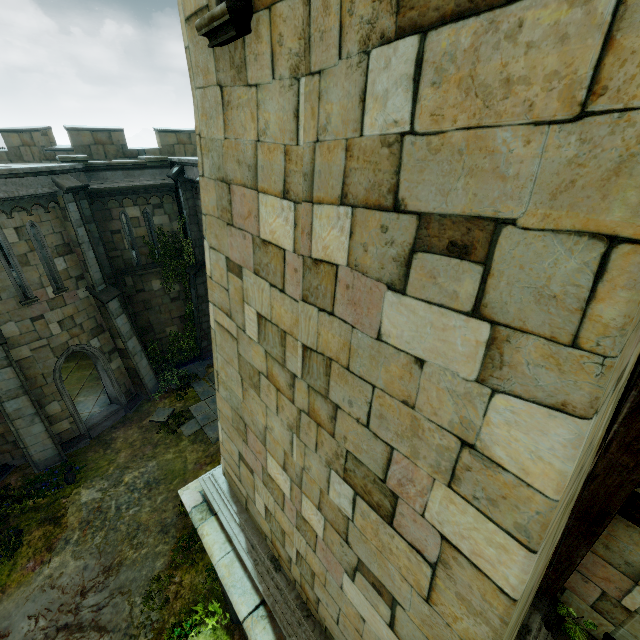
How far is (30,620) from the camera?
8.40m

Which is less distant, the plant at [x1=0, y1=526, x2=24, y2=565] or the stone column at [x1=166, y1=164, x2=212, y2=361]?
the plant at [x1=0, y1=526, x2=24, y2=565]

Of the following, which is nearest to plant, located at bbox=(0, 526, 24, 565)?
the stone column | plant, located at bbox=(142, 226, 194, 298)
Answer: the stone column

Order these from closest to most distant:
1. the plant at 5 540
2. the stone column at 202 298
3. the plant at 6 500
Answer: the plant at 5 540 < the plant at 6 500 < the stone column at 202 298

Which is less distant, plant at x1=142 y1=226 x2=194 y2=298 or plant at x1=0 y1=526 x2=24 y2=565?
plant at x1=0 y1=526 x2=24 y2=565

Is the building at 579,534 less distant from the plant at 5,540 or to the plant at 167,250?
the plant at 5,540

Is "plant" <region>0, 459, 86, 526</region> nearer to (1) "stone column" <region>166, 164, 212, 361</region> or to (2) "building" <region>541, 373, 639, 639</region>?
(1) "stone column" <region>166, 164, 212, 361</region>

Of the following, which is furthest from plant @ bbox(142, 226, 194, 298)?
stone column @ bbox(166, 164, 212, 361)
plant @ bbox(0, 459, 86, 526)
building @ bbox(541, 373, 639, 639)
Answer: building @ bbox(541, 373, 639, 639)
